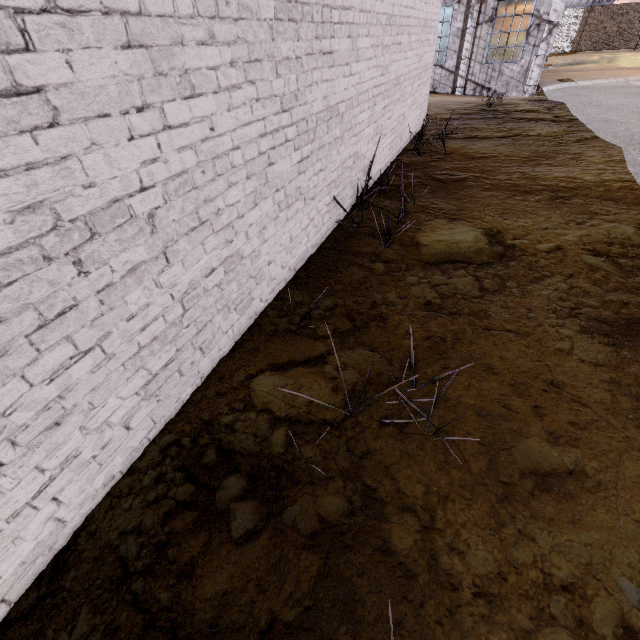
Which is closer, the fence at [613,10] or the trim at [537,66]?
the trim at [537,66]

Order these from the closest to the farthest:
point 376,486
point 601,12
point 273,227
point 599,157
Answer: point 376,486 → point 273,227 → point 599,157 → point 601,12

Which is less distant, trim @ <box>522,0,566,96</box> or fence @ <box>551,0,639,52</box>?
trim @ <box>522,0,566,96</box>
